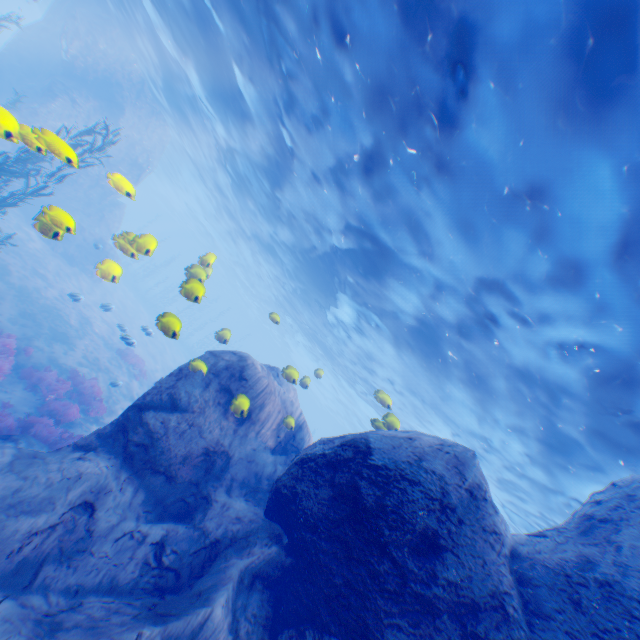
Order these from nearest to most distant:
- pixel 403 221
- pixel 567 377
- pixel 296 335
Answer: pixel 567 377
pixel 403 221
pixel 296 335

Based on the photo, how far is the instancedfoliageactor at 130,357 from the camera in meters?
20.2

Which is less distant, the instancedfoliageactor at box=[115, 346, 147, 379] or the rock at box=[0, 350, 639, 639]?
the rock at box=[0, 350, 639, 639]

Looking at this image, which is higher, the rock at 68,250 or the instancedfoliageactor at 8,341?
the rock at 68,250

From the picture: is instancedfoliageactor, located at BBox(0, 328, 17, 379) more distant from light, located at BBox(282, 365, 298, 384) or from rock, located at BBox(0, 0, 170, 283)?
light, located at BBox(282, 365, 298, 384)

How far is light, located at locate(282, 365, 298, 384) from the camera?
9.2 meters
